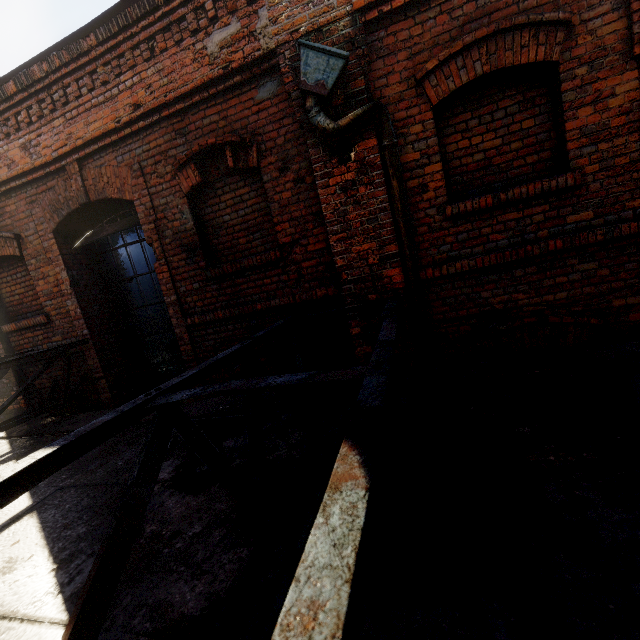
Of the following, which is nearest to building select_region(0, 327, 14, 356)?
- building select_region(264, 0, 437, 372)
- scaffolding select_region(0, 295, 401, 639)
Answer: scaffolding select_region(0, 295, 401, 639)

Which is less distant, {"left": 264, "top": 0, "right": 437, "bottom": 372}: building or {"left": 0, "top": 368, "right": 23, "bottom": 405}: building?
{"left": 264, "top": 0, "right": 437, "bottom": 372}: building

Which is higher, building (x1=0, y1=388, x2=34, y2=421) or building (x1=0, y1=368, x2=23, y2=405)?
building (x1=0, y1=368, x2=23, y2=405)

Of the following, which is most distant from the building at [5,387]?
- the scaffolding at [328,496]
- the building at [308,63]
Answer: the building at [308,63]

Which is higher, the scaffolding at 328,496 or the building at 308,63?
the building at 308,63

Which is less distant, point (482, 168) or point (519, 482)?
point (519, 482)

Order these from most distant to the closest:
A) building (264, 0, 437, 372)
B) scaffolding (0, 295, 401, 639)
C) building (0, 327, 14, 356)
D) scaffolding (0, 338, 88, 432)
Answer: building (0, 327, 14, 356) → scaffolding (0, 338, 88, 432) → building (264, 0, 437, 372) → scaffolding (0, 295, 401, 639)
